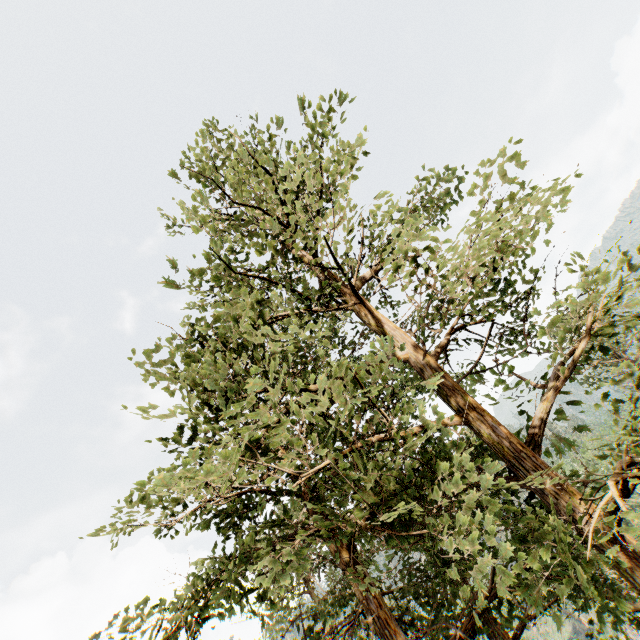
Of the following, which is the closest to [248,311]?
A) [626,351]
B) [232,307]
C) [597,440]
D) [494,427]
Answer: [232,307]
